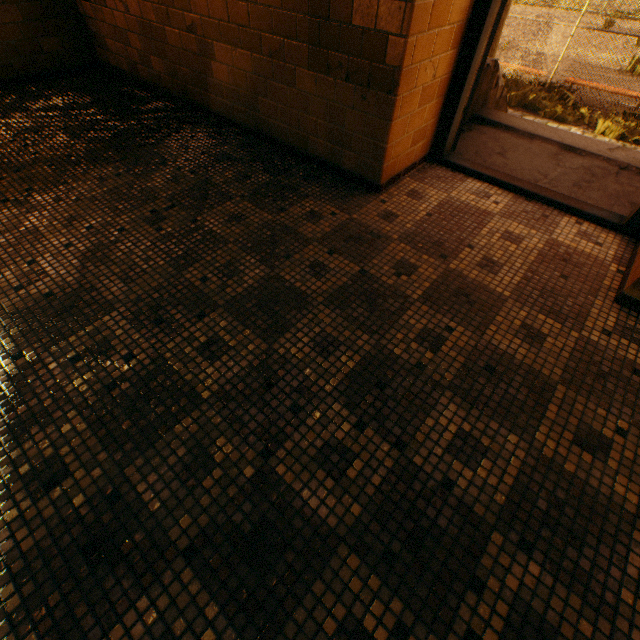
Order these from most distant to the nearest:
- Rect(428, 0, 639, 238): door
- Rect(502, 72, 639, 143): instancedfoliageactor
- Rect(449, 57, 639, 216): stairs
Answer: Rect(502, 72, 639, 143): instancedfoliageactor < Rect(449, 57, 639, 216): stairs < Rect(428, 0, 639, 238): door

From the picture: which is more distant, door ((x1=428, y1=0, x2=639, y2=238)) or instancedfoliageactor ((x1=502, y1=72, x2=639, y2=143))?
instancedfoliageactor ((x1=502, y1=72, x2=639, y2=143))

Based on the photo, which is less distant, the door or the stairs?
the door

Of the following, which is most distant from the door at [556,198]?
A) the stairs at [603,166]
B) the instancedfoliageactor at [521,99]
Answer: the instancedfoliageactor at [521,99]

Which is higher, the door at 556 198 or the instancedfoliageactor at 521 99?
the door at 556 198

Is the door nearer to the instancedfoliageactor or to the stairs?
the stairs

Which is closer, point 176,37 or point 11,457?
point 11,457

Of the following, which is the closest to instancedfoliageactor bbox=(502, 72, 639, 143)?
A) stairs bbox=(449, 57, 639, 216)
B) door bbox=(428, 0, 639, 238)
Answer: stairs bbox=(449, 57, 639, 216)
